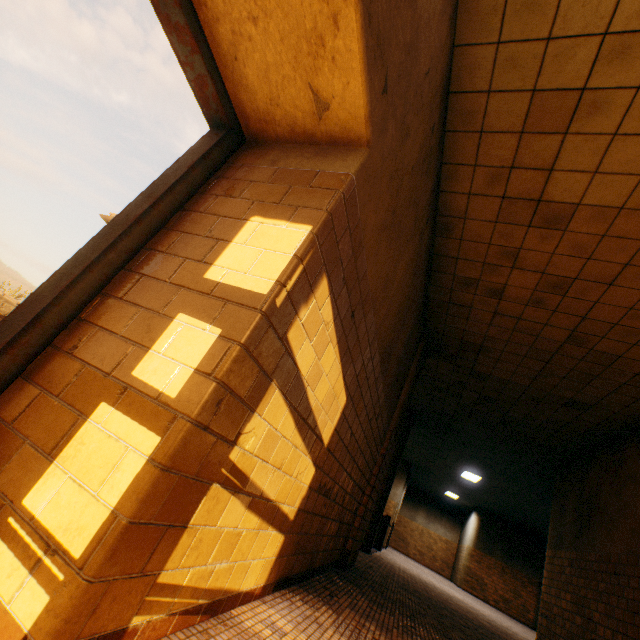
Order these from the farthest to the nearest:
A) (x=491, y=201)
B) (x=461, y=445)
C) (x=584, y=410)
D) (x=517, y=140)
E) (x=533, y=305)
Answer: (x=461, y=445) → (x=584, y=410) → (x=533, y=305) → (x=491, y=201) → (x=517, y=140)
